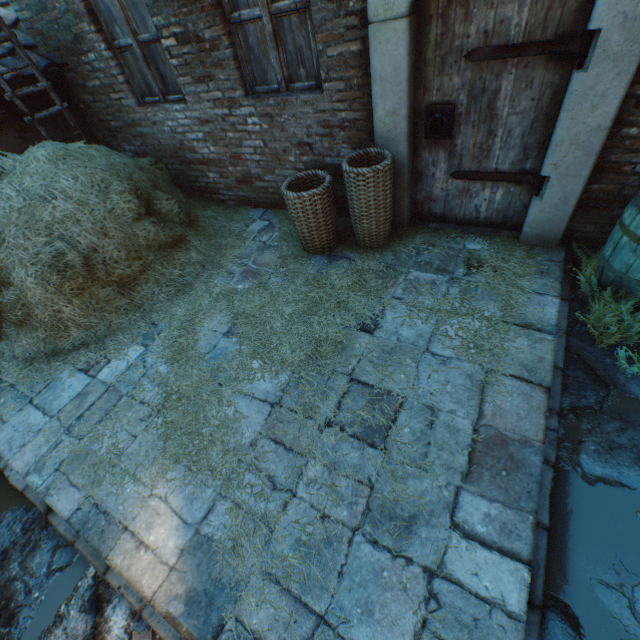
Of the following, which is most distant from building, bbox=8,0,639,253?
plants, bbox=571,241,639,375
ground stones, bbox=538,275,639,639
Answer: plants, bbox=571,241,639,375

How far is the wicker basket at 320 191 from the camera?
3.23m

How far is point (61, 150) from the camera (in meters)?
3.68

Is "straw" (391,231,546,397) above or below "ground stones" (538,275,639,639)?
above

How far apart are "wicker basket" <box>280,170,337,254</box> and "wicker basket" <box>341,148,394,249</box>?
0.1m

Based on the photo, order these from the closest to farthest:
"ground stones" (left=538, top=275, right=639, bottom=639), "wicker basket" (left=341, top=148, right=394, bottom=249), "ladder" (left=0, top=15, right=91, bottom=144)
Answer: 1. "ground stones" (left=538, top=275, right=639, bottom=639)
2. "wicker basket" (left=341, top=148, right=394, bottom=249)
3. "ladder" (left=0, top=15, right=91, bottom=144)

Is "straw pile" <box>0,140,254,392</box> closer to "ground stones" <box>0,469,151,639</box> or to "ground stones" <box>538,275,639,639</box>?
"ground stones" <box>0,469,151,639</box>

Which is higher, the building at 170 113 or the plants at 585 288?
the building at 170 113
